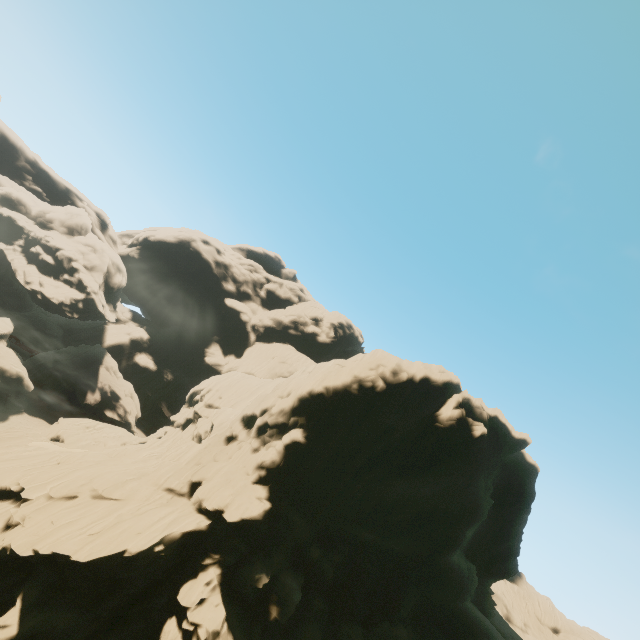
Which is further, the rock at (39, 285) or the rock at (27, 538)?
the rock at (39, 285)

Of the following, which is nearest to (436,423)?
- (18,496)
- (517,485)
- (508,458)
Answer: (508,458)

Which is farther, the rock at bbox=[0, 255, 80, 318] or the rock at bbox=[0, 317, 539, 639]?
the rock at bbox=[0, 255, 80, 318]
